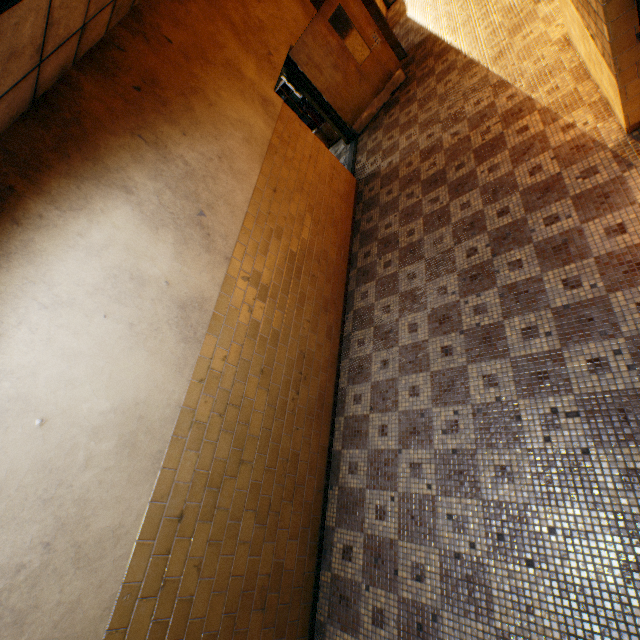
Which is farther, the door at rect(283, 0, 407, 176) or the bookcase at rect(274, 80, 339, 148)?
the bookcase at rect(274, 80, 339, 148)

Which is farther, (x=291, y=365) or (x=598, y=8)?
(x=291, y=365)

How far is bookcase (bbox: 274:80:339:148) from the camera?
7.4 meters

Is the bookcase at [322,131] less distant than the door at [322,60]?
No

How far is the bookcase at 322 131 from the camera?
7.39m
